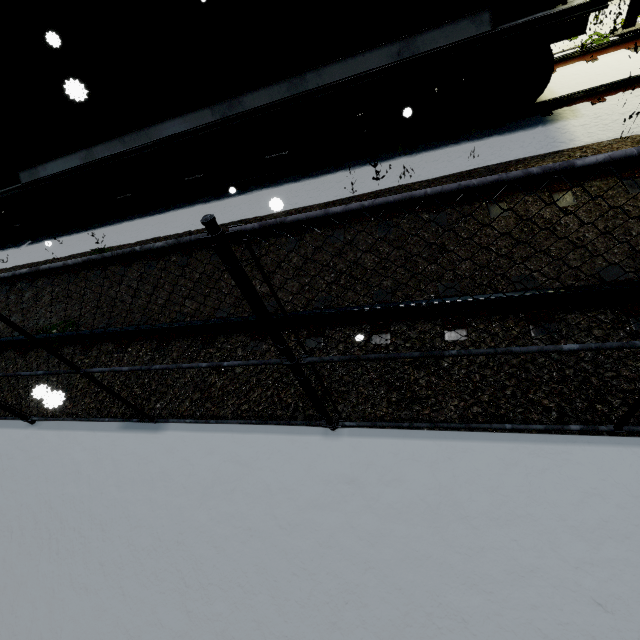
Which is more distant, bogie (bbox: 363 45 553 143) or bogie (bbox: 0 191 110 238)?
bogie (bbox: 0 191 110 238)

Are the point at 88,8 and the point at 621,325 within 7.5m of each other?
no

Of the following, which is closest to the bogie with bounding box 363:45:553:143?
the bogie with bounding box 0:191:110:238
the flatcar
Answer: the flatcar

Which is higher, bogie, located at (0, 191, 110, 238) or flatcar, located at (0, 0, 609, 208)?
flatcar, located at (0, 0, 609, 208)

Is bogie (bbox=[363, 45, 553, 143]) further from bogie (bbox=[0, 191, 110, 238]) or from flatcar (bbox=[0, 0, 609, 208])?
bogie (bbox=[0, 191, 110, 238])

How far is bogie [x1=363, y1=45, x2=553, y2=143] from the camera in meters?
4.9 m

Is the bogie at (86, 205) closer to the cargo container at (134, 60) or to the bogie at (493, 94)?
the cargo container at (134, 60)
